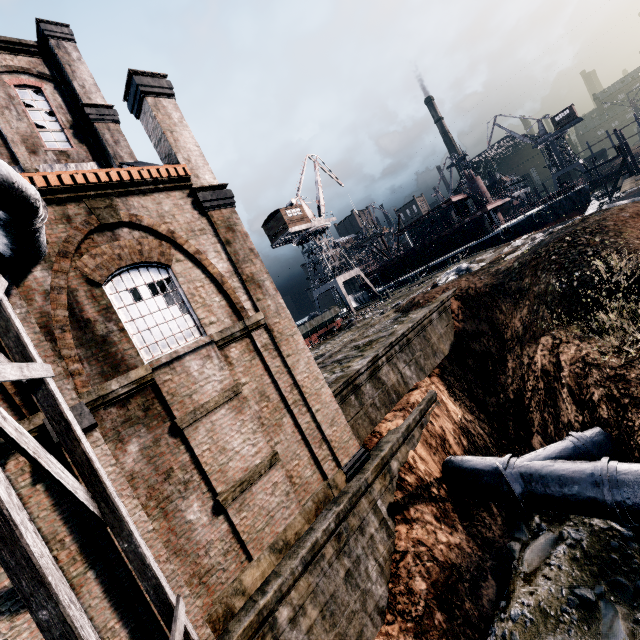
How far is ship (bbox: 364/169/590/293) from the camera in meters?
39.8

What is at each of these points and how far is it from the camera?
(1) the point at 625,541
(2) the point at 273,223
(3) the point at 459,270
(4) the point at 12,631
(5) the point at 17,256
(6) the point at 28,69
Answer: (1) stone debris, 9.89m
(2) building, 44.66m
(3) stone debris, 25.28m
(4) building, 6.23m
(5) silo, 7.60m
(6) building, 14.12m

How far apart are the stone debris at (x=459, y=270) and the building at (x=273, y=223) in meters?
23.3 m

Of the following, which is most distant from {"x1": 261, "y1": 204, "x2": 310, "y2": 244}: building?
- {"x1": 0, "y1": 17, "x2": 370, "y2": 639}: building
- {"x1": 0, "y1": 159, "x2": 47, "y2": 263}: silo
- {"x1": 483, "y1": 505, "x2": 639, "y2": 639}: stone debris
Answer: {"x1": 483, "y1": 505, "x2": 639, "y2": 639}: stone debris

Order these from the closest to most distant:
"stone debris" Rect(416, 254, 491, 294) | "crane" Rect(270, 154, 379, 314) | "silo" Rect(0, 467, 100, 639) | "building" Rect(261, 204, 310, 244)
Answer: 1. "silo" Rect(0, 467, 100, 639)
2. "stone debris" Rect(416, 254, 491, 294)
3. "building" Rect(261, 204, 310, 244)
4. "crane" Rect(270, 154, 379, 314)

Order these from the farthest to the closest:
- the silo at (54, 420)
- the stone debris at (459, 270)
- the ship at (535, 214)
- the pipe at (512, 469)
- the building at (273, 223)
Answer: the building at (273, 223)
the ship at (535, 214)
the stone debris at (459, 270)
the pipe at (512, 469)
the silo at (54, 420)

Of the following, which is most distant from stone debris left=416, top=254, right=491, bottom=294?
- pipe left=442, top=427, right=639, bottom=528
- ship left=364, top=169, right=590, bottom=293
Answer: ship left=364, top=169, right=590, bottom=293

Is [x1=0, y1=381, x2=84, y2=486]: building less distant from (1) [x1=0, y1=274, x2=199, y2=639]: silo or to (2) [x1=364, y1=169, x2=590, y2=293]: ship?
(1) [x1=0, y1=274, x2=199, y2=639]: silo
